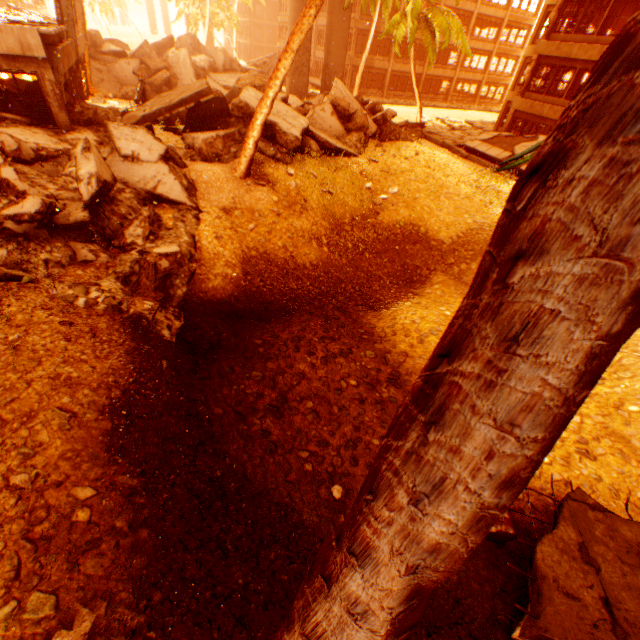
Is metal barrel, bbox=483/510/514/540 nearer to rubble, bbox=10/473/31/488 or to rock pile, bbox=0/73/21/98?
rubble, bbox=10/473/31/488

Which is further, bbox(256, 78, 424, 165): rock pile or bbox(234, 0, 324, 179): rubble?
bbox(256, 78, 424, 165): rock pile

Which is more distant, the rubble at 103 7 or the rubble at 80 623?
the rubble at 103 7

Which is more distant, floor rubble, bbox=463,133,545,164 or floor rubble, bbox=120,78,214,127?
floor rubble, bbox=463,133,545,164

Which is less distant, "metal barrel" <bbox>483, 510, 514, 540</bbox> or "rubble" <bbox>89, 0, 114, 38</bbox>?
"metal barrel" <bbox>483, 510, 514, 540</bbox>

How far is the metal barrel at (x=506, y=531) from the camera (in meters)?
5.30

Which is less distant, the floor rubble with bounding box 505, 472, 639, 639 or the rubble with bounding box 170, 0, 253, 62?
the floor rubble with bounding box 505, 472, 639, 639

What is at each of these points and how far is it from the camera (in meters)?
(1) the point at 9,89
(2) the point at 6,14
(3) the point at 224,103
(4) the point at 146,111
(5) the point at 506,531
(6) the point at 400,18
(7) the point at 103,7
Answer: (1) rock pile, 13.33
(2) floor rubble, 13.78
(3) rock pile, 13.18
(4) floor rubble, 11.60
(5) metal barrel, 5.26
(6) rubble, 20.06
(7) rubble, 50.81
